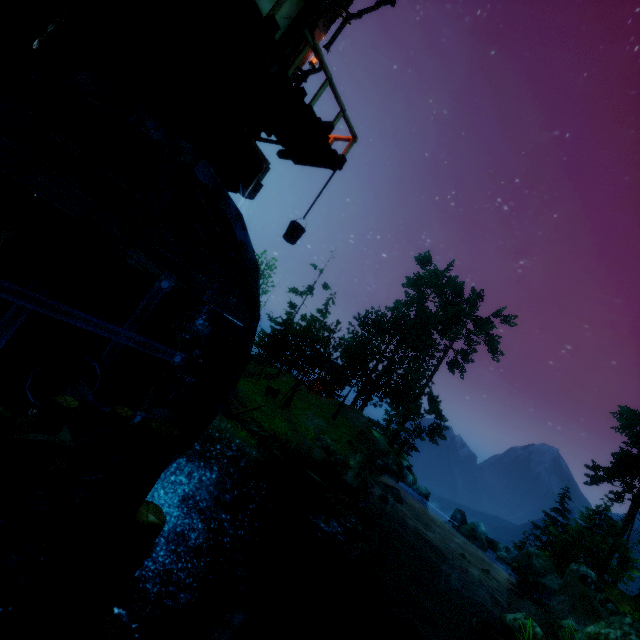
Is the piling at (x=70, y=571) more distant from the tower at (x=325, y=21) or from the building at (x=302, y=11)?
the building at (x=302, y=11)

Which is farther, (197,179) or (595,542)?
(595,542)

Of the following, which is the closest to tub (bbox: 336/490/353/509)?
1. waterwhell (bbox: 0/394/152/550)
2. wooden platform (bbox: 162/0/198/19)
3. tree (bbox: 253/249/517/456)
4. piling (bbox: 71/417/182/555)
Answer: tree (bbox: 253/249/517/456)

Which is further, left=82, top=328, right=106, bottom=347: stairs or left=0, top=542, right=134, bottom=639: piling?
left=82, top=328, right=106, bottom=347: stairs

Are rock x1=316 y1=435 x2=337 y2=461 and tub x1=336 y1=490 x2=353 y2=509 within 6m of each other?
no

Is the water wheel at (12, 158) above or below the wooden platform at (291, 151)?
below

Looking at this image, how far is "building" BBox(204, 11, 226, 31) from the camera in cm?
589

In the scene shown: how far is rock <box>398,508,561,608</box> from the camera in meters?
14.8 m
